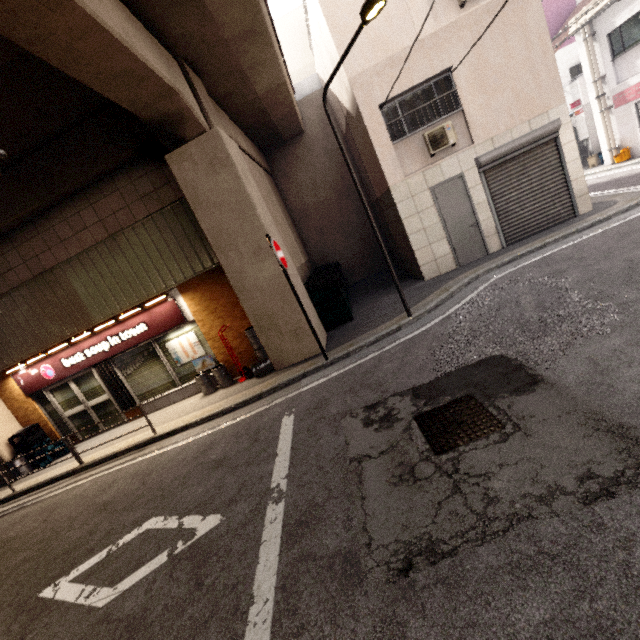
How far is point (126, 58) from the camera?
4.7 meters

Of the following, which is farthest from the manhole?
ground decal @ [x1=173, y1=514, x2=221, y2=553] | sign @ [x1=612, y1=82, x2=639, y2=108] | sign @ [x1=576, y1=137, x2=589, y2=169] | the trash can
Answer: sign @ [x1=576, y1=137, x2=589, y2=169]

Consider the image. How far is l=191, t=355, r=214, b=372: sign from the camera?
9.23m

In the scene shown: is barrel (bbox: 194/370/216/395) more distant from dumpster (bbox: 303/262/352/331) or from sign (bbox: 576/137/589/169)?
sign (bbox: 576/137/589/169)

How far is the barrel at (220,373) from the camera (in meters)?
8.68

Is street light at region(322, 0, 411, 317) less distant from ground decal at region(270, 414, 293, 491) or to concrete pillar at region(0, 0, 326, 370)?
concrete pillar at region(0, 0, 326, 370)

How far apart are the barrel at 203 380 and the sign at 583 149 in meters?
21.0

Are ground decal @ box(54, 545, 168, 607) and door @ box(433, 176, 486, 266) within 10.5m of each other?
yes
